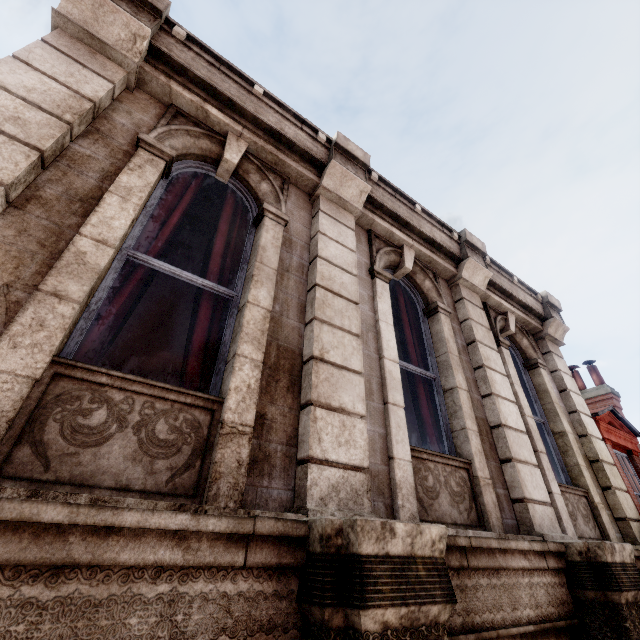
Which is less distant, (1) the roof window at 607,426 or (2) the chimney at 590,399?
(1) the roof window at 607,426

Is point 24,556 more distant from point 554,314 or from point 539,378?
point 554,314

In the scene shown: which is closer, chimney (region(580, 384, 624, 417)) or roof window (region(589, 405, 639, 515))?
roof window (region(589, 405, 639, 515))

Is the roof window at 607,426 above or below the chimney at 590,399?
below

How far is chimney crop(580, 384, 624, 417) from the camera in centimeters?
1089cm

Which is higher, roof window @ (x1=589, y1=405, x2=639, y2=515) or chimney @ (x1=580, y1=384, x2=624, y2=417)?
chimney @ (x1=580, y1=384, x2=624, y2=417)
